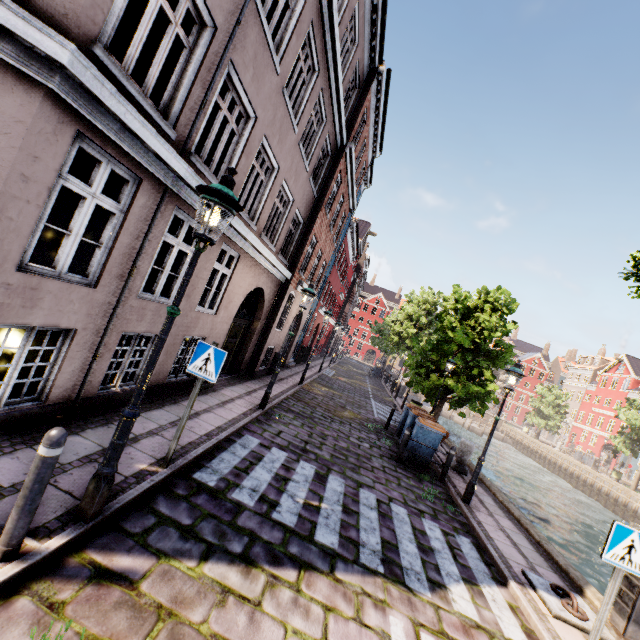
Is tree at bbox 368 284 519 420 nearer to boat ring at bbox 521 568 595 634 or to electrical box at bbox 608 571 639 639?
electrical box at bbox 608 571 639 639

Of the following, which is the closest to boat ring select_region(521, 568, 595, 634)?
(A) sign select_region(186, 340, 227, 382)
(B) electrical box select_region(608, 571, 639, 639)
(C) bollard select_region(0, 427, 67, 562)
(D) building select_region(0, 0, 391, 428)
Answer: (B) electrical box select_region(608, 571, 639, 639)

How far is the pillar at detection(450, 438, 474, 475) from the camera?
11.0 meters

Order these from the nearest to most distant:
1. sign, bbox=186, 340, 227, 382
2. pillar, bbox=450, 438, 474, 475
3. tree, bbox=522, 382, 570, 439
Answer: sign, bbox=186, 340, 227, 382, pillar, bbox=450, 438, 474, 475, tree, bbox=522, 382, 570, 439

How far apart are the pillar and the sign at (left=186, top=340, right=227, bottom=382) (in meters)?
9.81

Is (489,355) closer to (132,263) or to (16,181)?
(132,263)

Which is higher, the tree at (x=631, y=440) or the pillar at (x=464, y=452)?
the tree at (x=631, y=440)

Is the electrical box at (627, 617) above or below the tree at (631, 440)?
below
